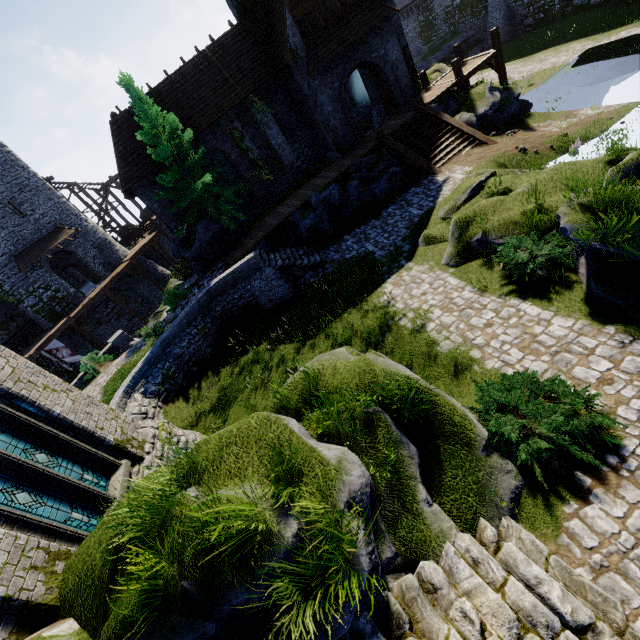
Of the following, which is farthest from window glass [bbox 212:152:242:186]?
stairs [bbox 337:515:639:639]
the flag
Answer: stairs [bbox 337:515:639:639]

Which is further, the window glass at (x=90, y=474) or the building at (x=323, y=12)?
the building at (x=323, y=12)

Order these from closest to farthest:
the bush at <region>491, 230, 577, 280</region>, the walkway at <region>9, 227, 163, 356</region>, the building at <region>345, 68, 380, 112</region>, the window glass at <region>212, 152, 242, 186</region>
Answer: the bush at <region>491, 230, 577, 280</region>, the window glass at <region>212, 152, 242, 186</region>, the building at <region>345, 68, 380, 112</region>, the walkway at <region>9, 227, 163, 356</region>

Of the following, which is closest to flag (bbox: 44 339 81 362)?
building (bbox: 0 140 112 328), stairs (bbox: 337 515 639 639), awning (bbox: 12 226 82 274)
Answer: building (bbox: 0 140 112 328)

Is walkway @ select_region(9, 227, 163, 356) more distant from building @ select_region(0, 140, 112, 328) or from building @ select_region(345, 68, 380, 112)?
building @ select_region(345, 68, 380, 112)

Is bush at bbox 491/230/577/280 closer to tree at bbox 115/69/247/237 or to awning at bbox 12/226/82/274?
tree at bbox 115/69/247/237

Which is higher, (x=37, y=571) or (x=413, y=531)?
(x=37, y=571)

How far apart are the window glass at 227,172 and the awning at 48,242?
17.2m
